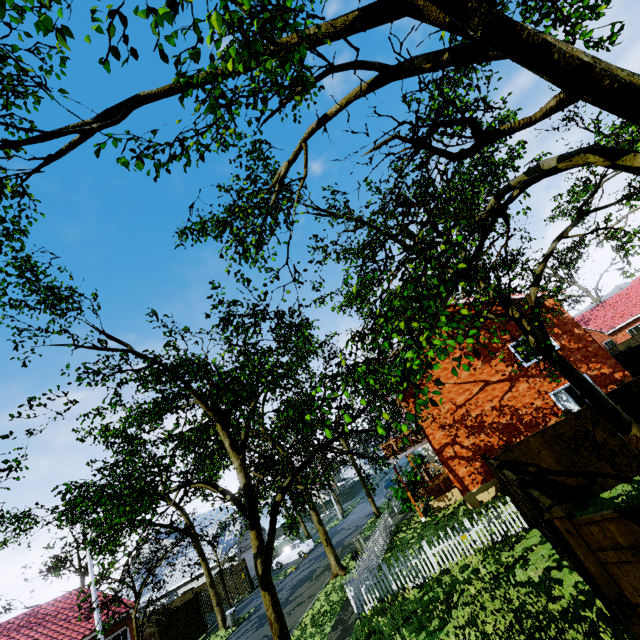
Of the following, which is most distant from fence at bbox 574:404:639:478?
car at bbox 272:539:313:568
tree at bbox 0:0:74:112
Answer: car at bbox 272:539:313:568

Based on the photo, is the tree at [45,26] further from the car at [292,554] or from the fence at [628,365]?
the car at [292,554]

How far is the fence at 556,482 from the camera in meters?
10.6 m

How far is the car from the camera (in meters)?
31.84

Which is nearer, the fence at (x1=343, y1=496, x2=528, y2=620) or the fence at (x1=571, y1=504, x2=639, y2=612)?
the fence at (x1=571, y1=504, x2=639, y2=612)

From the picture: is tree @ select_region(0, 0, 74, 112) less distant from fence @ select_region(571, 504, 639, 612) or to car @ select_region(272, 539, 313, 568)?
fence @ select_region(571, 504, 639, 612)

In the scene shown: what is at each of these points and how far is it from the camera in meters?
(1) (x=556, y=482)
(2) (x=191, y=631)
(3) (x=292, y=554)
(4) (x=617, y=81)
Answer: (1) fence, 11.0 m
(2) fence, 22.1 m
(3) car, 32.0 m
(4) tree, 3.7 m
